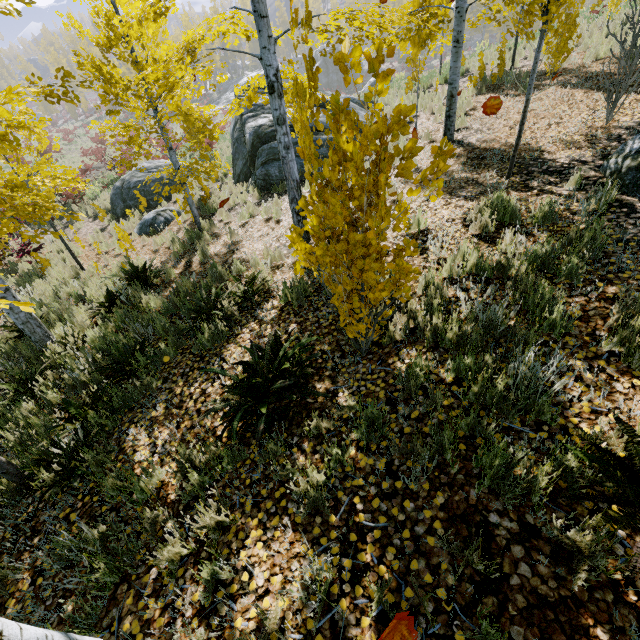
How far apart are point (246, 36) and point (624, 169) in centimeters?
630cm

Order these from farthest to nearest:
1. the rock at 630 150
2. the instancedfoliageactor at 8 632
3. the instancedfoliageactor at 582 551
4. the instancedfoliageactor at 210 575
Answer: the rock at 630 150, the instancedfoliageactor at 210 575, the instancedfoliageactor at 582 551, the instancedfoliageactor at 8 632

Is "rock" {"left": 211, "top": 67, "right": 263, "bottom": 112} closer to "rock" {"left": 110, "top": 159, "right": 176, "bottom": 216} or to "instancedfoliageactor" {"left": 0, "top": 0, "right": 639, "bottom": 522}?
"instancedfoliageactor" {"left": 0, "top": 0, "right": 639, "bottom": 522}

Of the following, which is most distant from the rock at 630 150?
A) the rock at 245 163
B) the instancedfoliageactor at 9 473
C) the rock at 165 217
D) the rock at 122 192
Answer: the rock at 122 192

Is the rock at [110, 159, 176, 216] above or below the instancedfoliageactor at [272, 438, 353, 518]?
below

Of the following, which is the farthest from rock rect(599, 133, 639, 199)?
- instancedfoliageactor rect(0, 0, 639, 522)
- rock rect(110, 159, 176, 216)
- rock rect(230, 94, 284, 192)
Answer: rock rect(110, 159, 176, 216)

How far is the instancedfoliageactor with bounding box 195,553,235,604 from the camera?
2.14m

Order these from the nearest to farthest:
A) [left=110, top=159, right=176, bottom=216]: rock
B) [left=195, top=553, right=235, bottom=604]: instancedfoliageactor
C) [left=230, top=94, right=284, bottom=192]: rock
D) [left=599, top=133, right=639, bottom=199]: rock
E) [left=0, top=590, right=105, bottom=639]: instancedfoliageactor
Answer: [left=0, top=590, right=105, bottom=639]: instancedfoliageactor → [left=195, top=553, right=235, bottom=604]: instancedfoliageactor → [left=599, top=133, right=639, bottom=199]: rock → [left=230, top=94, right=284, bottom=192]: rock → [left=110, top=159, right=176, bottom=216]: rock
